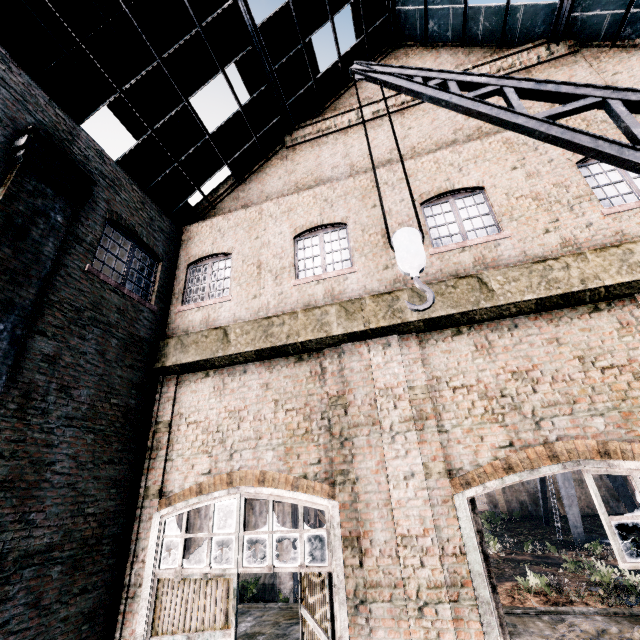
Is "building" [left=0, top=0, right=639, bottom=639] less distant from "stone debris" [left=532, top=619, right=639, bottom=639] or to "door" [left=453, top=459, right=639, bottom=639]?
"door" [left=453, top=459, right=639, bottom=639]

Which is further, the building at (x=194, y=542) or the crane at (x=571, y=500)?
the crane at (x=571, y=500)

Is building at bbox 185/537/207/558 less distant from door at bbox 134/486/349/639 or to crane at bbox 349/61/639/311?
door at bbox 134/486/349/639

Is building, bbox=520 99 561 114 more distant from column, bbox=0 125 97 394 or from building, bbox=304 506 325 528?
building, bbox=304 506 325 528

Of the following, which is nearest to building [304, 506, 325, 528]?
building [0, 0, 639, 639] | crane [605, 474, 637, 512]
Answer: crane [605, 474, 637, 512]

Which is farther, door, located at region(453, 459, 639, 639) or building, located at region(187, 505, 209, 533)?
building, located at region(187, 505, 209, 533)

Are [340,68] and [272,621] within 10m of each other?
no

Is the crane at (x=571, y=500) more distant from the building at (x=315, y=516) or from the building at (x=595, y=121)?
the building at (x=595, y=121)
